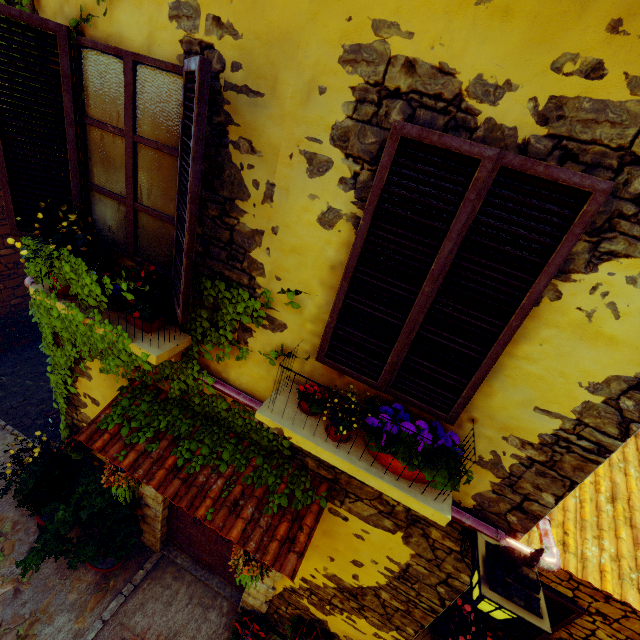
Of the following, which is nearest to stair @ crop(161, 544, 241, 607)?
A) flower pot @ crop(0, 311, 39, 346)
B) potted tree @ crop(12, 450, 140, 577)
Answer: potted tree @ crop(12, 450, 140, 577)

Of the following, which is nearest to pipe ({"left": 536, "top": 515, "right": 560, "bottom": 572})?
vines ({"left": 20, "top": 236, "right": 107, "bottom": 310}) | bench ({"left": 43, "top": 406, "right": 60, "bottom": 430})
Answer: vines ({"left": 20, "top": 236, "right": 107, "bottom": 310})

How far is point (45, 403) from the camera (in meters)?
6.44

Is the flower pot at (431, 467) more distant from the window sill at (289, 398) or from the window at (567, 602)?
the window at (567, 602)

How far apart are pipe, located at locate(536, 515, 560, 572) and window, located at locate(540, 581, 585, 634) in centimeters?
172cm

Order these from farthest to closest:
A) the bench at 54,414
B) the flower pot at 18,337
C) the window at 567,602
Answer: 1. the flower pot at 18,337
2. the bench at 54,414
3. the window at 567,602

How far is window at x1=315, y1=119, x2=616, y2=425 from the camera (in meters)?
1.66

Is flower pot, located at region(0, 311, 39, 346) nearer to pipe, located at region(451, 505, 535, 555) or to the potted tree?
the potted tree
